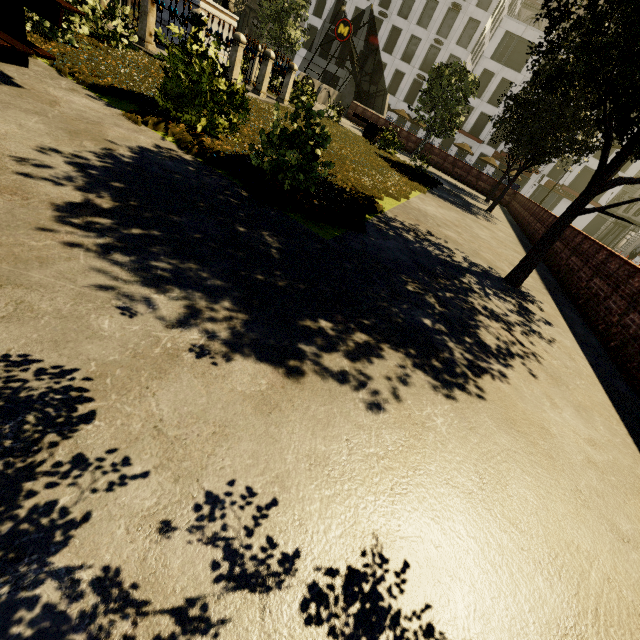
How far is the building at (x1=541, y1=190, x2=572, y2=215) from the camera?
45.4 meters

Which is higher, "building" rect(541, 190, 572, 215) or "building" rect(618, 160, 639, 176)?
"building" rect(618, 160, 639, 176)

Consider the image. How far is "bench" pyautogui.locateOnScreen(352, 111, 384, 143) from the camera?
16.62m

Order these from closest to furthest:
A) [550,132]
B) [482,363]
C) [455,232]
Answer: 1. [482,363]
2. [455,232]
3. [550,132]

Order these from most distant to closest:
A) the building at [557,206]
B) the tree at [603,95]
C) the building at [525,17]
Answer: the building at [557,206], the building at [525,17], the tree at [603,95]

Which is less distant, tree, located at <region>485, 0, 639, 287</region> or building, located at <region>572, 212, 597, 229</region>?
tree, located at <region>485, 0, 639, 287</region>

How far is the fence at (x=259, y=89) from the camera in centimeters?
969cm

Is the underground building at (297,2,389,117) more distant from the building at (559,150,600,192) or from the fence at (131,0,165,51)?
the fence at (131,0,165,51)
